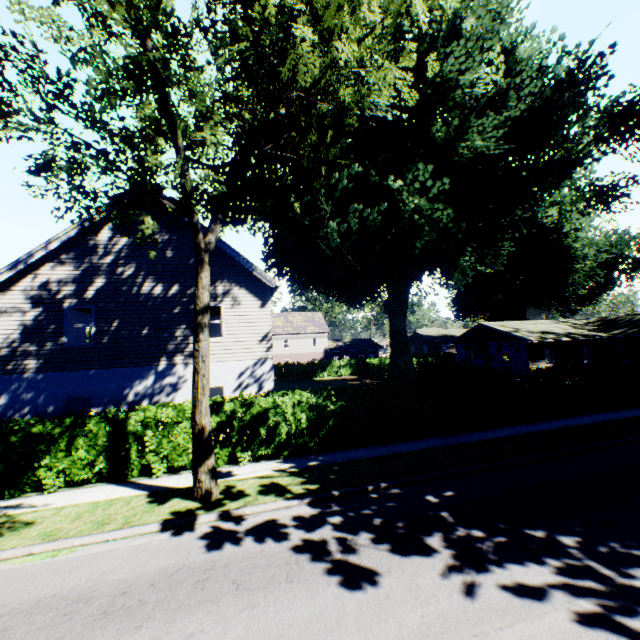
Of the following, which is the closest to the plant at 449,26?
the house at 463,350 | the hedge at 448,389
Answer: the house at 463,350

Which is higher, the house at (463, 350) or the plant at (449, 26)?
the plant at (449, 26)

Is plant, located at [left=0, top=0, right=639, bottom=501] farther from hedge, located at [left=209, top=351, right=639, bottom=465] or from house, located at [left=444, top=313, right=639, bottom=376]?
hedge, located at [left=209, top=351, right=639, bottom=465]

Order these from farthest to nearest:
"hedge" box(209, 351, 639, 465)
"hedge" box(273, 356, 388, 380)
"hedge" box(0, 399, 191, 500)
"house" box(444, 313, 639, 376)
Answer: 1. "hedge" box(273, 356, 388, 380)
2. "house" box(444, 313, 639, 376)
3. "hedge" box(209, 351, 639, 465)
4. "hedge" box(0, 399, 191, 500)

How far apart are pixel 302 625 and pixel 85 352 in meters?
12.6 m

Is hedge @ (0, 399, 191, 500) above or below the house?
below

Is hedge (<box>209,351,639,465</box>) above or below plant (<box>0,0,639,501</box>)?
below

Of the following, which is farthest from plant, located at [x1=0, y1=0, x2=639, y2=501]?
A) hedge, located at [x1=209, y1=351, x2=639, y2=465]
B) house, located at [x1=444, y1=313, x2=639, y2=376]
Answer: hedge, located at [x1=209, y1=351, x2=639, y2=465]
